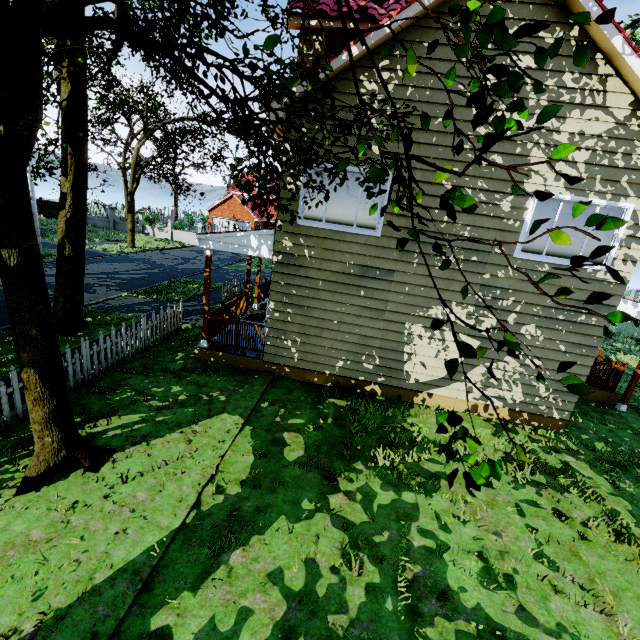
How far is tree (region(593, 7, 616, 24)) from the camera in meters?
1.4

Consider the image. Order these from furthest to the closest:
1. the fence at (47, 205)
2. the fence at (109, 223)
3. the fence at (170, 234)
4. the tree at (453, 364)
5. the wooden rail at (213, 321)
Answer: the fence at (47, 205), the fence at (109, 223), the fence at (170, 234), the wooden rail at (213, 321), the tree at (453, 364)

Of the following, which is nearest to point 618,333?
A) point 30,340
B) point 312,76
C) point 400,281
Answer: point 400,281

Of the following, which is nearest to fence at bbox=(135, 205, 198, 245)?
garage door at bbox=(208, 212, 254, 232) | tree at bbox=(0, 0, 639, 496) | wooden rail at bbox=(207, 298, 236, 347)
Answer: tree at bbox=(0, 0, 639, 496)

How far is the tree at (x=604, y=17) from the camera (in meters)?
1.36

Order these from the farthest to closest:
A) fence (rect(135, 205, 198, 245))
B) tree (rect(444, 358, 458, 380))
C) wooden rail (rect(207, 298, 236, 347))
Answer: fence (rect(135, 205, 198, 245)), wooden rail (rect(207, 298, 236, 347)), tree (rect(444, 358, 458, 380))

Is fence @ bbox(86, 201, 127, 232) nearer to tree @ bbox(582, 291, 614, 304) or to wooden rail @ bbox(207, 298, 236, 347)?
tree @ bbox(582, 291, 614, 304)
